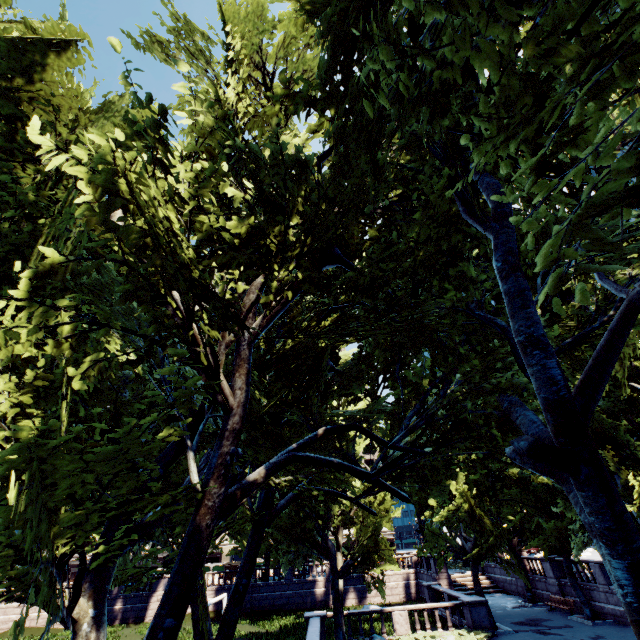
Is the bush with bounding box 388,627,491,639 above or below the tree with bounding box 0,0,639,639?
below

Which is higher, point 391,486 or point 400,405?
point 400,405

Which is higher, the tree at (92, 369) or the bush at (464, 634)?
the tree at (92, 369)

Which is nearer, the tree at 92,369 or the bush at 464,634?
the tree at 92,369

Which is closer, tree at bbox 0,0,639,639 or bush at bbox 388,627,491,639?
tree at bbox 0,0,639,639
